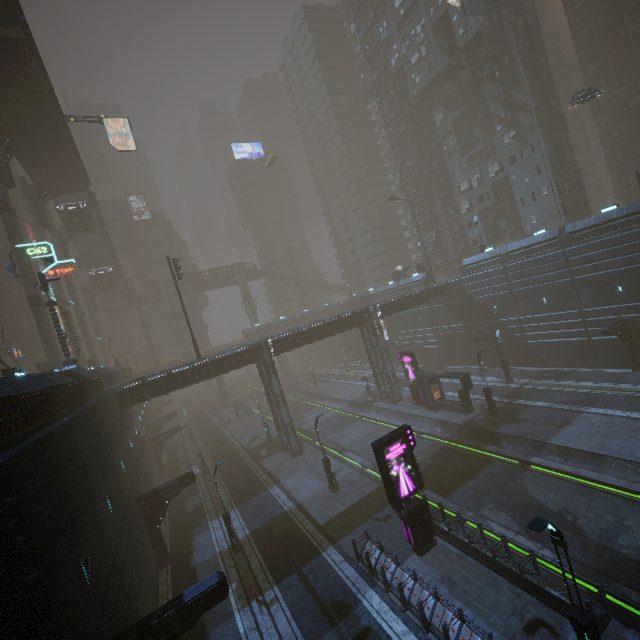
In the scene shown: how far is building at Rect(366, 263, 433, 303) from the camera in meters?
47.4

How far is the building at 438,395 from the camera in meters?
29.1 m

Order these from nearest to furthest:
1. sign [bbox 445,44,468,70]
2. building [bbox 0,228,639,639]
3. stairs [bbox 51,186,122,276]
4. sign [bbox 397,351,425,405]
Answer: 1. building [bbox 0,228,639,639]
2. sign [bbox 397,351,425,405]
3. sign [bbox 445,44,468,70]
4. stairs [bbox 51,186,122,276]

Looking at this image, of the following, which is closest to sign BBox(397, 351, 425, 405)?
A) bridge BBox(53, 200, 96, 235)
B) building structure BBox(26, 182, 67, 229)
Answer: building structure BBox(26, 182, 67, 229)

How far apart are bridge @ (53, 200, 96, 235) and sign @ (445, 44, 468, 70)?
53.4 meters

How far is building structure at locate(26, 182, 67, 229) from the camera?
38.88m

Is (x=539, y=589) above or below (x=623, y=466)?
above

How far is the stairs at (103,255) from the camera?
45.00m
